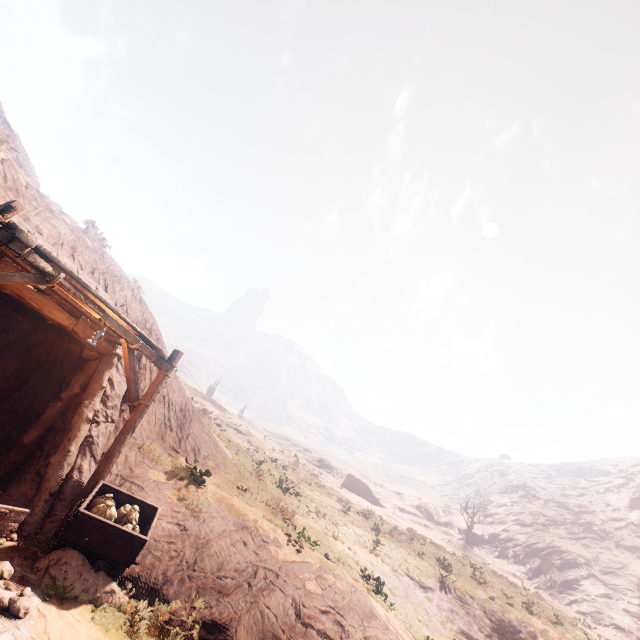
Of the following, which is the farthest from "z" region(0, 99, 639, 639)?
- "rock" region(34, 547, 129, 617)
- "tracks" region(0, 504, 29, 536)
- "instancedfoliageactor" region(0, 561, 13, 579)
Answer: "tracks" region(0, 504, 29, 536)

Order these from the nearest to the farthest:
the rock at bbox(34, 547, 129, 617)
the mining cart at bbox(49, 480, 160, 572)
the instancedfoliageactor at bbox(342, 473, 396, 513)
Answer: the rock at bbox(34, 547, 129, 617)
the mining cart at bbox(49, 480, 160, 572)
the instancedfoliageactor at bbox(342, 473, 396, 513)

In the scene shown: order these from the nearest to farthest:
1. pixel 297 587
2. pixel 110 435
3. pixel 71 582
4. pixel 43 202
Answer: pixel 71 582 → pixel 297 587 → pixel 110 435 → pixel 43 202

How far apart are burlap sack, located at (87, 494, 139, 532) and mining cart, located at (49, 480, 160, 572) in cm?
3

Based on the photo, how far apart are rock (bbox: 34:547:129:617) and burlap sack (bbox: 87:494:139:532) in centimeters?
29cm

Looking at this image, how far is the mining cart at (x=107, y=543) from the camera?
6.3 meters

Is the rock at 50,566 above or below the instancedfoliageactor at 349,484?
below

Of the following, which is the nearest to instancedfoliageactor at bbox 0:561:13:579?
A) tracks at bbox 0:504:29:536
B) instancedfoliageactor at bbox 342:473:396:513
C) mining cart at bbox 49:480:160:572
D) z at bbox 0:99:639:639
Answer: tracks at bbox 0:504:29:536
